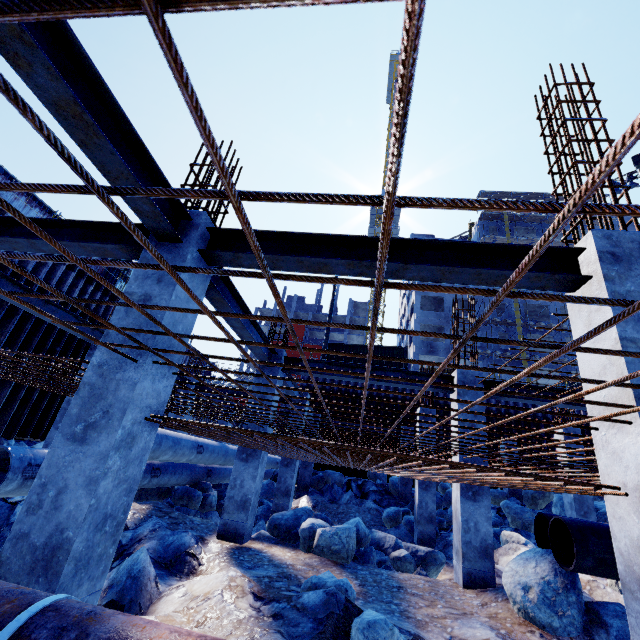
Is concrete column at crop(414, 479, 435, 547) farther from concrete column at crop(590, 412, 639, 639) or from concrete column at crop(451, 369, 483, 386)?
concrete column at crop(590, 412, 639, 639)

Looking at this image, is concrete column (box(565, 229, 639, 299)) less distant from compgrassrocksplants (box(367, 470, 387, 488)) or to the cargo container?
compgrassrocksplants (box(367, 470, 387, 488))

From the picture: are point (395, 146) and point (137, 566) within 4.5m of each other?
no

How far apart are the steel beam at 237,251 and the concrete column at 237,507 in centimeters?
451cm

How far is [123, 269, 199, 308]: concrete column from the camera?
3.55m

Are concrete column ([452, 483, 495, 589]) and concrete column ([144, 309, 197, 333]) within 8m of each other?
yes

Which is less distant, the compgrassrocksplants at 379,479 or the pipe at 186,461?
the pipe at 186,461

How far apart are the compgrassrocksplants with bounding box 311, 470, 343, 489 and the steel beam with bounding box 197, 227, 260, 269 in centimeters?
1499cm
